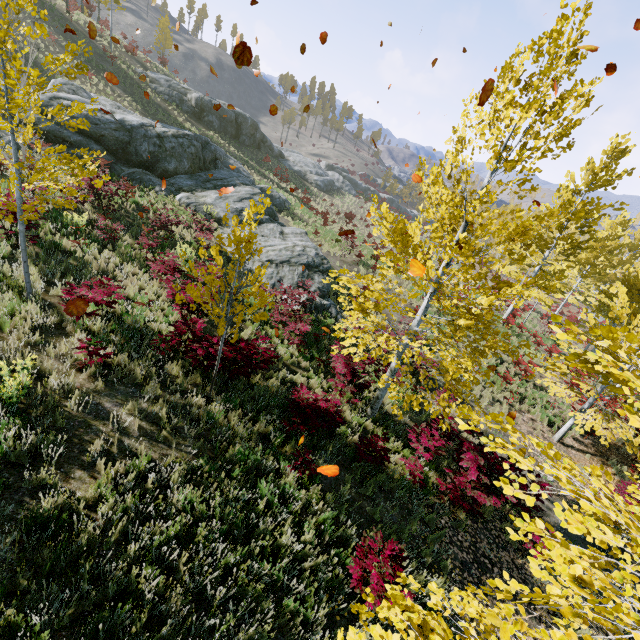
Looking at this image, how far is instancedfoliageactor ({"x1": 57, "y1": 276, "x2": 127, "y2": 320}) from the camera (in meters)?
6.79

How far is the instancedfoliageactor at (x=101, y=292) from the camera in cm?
679

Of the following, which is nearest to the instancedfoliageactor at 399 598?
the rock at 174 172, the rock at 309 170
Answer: the rock at 174 172

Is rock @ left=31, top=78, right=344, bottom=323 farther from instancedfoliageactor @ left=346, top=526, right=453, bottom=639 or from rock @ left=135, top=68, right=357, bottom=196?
rock @ left=135, top=68, right=357, bottom=196

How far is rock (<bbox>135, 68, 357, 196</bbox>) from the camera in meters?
33.1

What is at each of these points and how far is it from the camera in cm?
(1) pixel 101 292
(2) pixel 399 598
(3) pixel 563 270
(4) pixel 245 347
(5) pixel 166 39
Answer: (1) instancedfoliageactor, 717
(2) instancedfoliageactor, 254
(3) instancedfoliageactor, 1947
(4) instancedfoliageactor, 744
(5) instancedfoliageactor, 4766

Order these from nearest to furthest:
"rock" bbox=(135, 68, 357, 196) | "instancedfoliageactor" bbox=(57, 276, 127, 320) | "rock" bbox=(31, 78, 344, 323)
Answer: "instancedfoliageactor" bbox=(57, 276, 127, 320)
"rock" bbox=(31, 78, 344, 323)
"rock" bbox=(135, 68, 357, 196)
